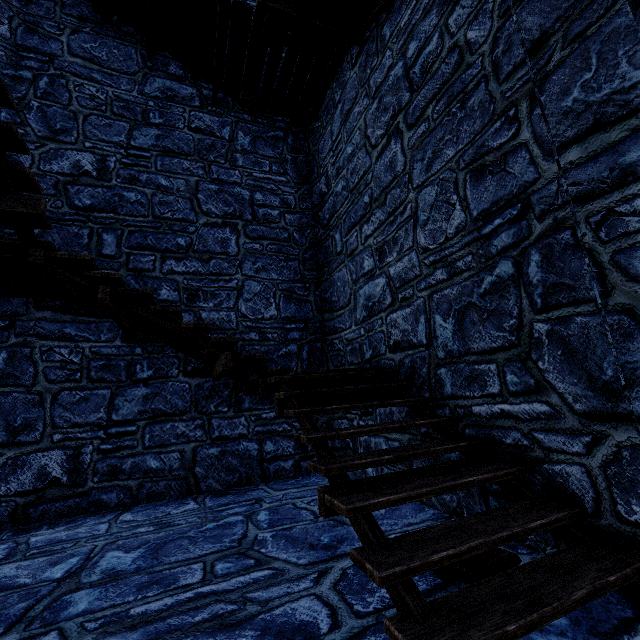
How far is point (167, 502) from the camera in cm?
484
